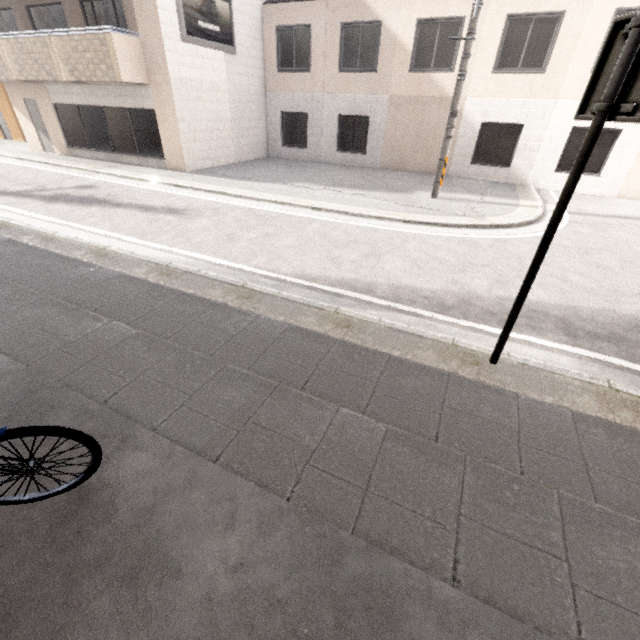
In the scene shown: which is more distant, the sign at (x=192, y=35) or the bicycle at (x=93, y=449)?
the sign at (x=192, y=35)

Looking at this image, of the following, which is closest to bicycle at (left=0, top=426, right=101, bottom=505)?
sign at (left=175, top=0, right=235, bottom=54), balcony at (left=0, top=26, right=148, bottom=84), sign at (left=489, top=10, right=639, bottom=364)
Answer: sign at (left=489, top=10, right=639, bottom=364)

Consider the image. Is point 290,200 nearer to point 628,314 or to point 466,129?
point 628,314

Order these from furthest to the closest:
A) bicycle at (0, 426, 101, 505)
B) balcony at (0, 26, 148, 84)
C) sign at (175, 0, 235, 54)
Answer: sign at (175, 0, 235, 54) → balcony at (0, 26, 148, 84) → bicycle at (0, 426, 101, 505)

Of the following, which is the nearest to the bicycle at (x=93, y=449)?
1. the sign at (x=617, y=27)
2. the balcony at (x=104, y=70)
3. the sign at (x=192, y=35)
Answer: the sign at (x=617, y=27)

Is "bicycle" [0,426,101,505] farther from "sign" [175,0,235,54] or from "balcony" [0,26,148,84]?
"sign" [175,0,235,54]
